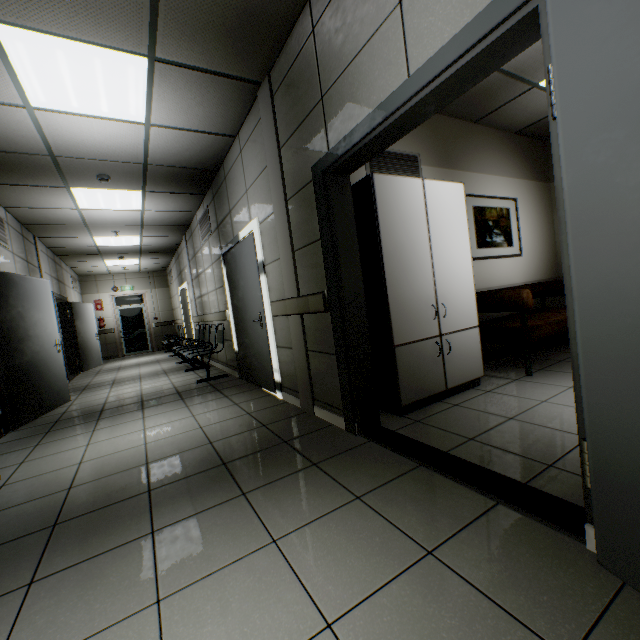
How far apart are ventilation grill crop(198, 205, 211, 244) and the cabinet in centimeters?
366cm

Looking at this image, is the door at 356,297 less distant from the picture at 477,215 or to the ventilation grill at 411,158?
the ventilation grill at 411,158

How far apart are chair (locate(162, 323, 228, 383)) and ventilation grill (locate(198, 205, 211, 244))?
1.7 meters

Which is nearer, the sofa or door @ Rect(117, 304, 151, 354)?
the sofa

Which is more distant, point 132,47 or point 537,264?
point 537,264

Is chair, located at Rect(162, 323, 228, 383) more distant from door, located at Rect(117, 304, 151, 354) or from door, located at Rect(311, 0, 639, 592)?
door, located at Rect(117, 304, 151, 354)

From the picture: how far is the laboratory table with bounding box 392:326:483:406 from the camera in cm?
282

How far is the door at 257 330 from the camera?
4.05m
